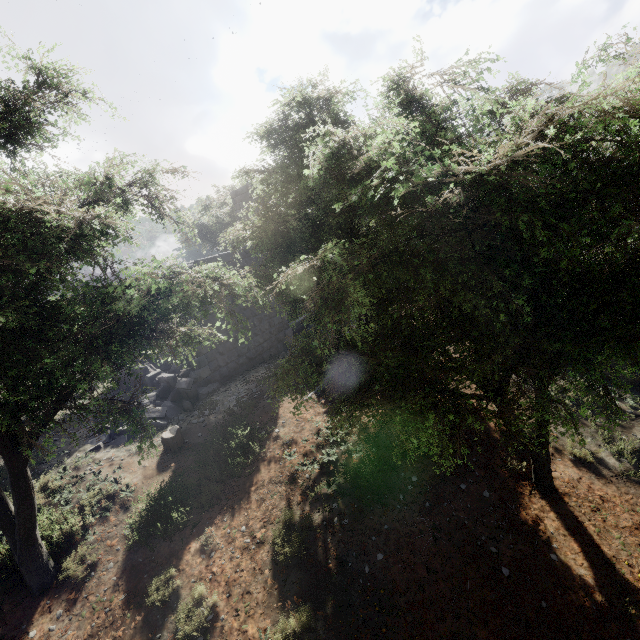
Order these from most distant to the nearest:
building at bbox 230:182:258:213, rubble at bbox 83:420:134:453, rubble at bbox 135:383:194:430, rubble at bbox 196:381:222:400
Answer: building at bbox 230:182:258:213 < rubble at bbox 196:381:222:400 < rubble at bbox 135:383:194:430 < rubble at bbox 83:420:134:453

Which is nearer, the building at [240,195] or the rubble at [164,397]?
the rubble at [164,397]

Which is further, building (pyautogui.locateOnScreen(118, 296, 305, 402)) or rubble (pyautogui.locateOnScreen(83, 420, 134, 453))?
building (pyautogui.locateOnScreen(118, 296, 305, 402))

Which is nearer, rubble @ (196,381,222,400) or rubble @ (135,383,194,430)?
rubble @ (135,383,194,430)

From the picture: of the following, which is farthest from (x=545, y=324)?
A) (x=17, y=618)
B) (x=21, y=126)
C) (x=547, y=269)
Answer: (x=17, y=618)

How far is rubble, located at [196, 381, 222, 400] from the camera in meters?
11.4

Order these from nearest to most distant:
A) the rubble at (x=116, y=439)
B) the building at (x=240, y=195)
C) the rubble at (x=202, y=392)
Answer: the rubble at (x=116, y=439) < the rubble at (x=202, y=392) < the building at (x=240, y=195)
